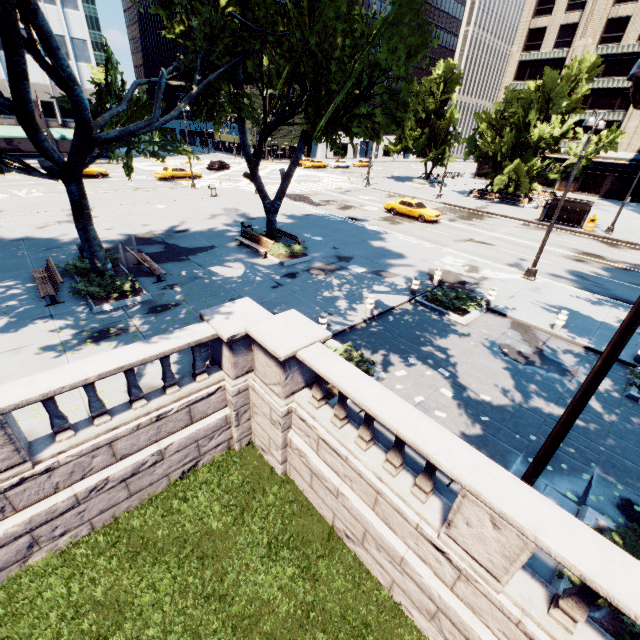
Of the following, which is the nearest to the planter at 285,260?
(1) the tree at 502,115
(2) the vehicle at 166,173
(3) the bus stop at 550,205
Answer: (1) the tree at 502,115

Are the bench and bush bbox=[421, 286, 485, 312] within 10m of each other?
no

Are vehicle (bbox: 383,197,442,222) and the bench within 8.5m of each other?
no

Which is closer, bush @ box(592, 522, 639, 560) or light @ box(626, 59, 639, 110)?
light @ box(626, 59, 639, 110)

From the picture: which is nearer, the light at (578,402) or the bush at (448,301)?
the light at (578,402)

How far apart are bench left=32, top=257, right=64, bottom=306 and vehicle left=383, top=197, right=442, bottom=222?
24.71m

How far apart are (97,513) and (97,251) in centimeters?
978cm

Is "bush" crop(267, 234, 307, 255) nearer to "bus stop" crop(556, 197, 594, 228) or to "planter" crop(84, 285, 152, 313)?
"planter" crop(84, 285, 152, 313)
